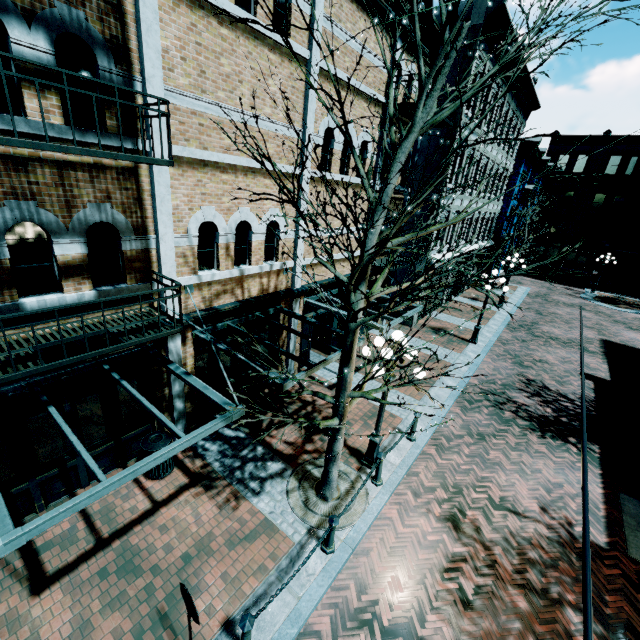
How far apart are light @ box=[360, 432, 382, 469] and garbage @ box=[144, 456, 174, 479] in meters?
4.4 m

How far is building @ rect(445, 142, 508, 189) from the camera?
15.3 meters

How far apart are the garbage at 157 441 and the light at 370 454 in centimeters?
441cm

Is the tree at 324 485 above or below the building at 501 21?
below

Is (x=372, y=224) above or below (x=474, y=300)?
above

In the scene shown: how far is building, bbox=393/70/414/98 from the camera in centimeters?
1006cm

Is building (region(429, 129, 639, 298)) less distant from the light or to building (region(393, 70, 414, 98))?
building (region(393, 70, 414, 98))
